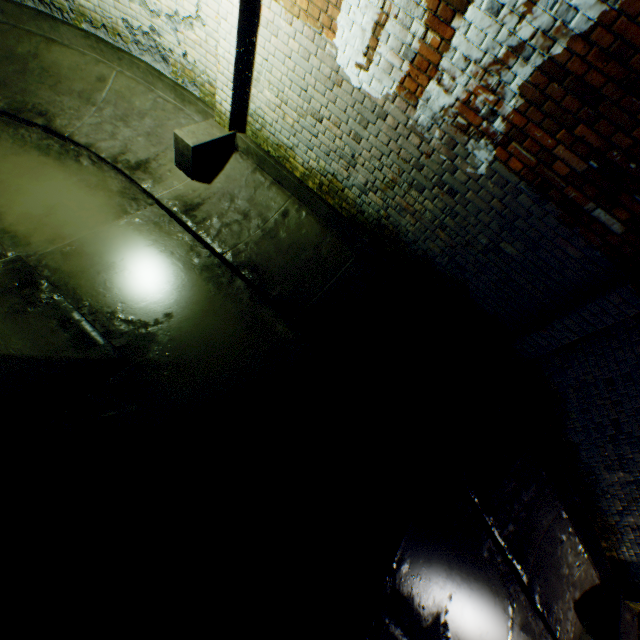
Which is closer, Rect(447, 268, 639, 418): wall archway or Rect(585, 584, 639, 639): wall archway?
Rect(447, 268, 639, 418): wall archway

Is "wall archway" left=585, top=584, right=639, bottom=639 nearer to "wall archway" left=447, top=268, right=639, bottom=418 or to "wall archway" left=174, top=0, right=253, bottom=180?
"wall archway" left=447, top=268, right=639, bottom=418

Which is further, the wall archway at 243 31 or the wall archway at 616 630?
the wall archway at 616 630

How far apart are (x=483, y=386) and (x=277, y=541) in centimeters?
277cm

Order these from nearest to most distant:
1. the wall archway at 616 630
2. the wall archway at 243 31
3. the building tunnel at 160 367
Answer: the building tunnel at 160 367 → the wall archway at 243 31 → the wall archway at 616 630

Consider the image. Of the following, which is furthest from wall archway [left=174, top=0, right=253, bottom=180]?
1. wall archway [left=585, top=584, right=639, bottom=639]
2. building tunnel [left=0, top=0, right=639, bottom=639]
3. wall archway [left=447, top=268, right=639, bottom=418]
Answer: wall archway [left=585, top=584, right=639, bottom=639]

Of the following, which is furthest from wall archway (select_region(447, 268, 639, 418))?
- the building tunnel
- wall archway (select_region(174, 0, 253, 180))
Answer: wall archway (select_region(174, 0, 253, 180))

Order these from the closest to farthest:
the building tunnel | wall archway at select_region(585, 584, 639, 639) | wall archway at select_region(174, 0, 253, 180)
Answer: the building tunnel, wall archway at select_region(174, 0, 253, 180), wall archway at select_region(585, 584, 639, 639)
